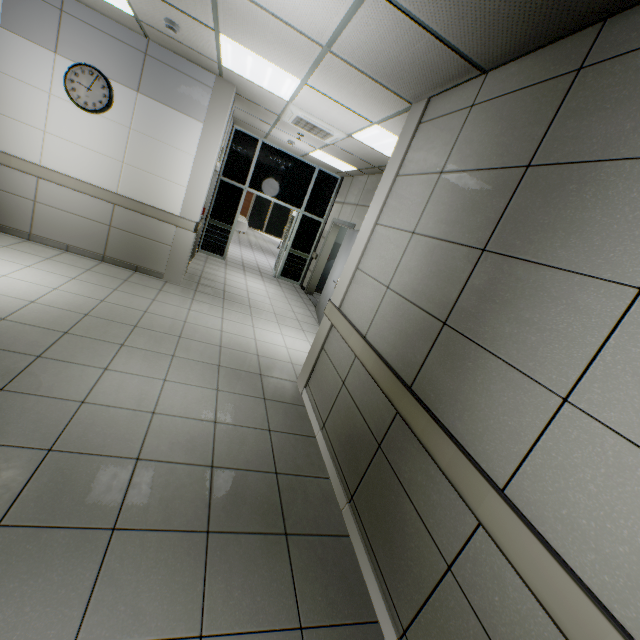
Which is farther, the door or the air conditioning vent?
the door

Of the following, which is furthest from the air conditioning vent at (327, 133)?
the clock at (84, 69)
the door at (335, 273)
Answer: the clock at (84, 69)

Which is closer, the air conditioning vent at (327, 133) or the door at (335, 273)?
the air conditioning vent at (327, 133)

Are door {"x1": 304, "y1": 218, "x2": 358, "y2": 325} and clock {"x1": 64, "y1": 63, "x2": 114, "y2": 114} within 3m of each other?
no

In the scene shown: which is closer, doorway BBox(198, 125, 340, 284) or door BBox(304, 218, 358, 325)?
door BBox(304, 218, 358, 325)

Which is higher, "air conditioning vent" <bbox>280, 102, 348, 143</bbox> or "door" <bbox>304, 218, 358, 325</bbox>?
"air conditioning vent" <bbox>280, 102, 348, 143</bbox>

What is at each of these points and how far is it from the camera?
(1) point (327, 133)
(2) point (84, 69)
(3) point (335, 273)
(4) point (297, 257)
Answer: (1) air conditioning vent, 5.1m
(2) clock, 4.4m
(3) door, 6.8m
(4) doorway, 9.5m

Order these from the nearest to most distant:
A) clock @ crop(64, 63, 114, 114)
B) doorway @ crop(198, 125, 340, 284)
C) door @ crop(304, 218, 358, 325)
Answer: clock @ crop(64, 63, 114, 114) → door @ crop(304, 218, 358, 325) → doorway @ crop(198, 125, 340, 284)
